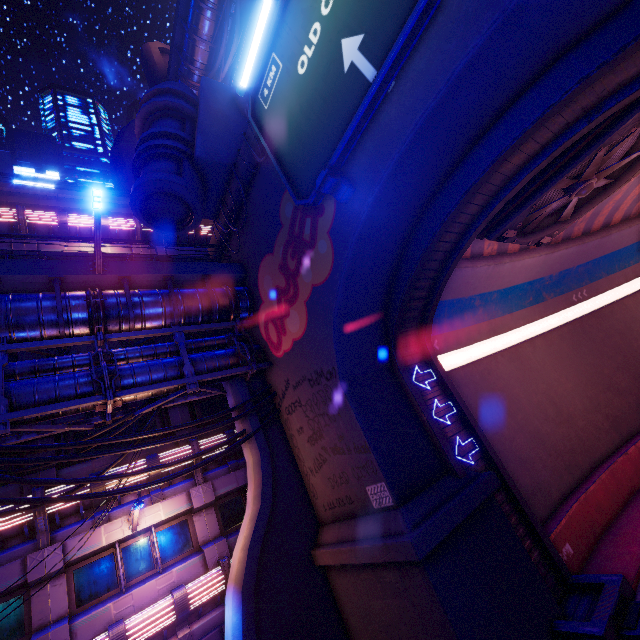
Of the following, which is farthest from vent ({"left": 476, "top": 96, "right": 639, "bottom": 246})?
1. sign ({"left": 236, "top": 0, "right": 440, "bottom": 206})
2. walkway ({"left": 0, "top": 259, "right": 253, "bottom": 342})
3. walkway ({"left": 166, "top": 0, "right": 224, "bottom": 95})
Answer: walkway ({"left": 166, "top": 0, "right": 224, "bottom": 95})

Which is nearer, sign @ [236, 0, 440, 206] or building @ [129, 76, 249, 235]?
sign @ [236, 0, 440, 206]

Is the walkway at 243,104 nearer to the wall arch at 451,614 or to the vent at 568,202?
the wall arch at 451,614

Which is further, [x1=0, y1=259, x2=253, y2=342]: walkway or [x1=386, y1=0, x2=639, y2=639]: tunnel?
[x1=0, y1=259, x2=253, y2=342]: walkway

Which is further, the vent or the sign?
the vent

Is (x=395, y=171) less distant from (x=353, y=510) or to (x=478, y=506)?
(x=478, y=506)

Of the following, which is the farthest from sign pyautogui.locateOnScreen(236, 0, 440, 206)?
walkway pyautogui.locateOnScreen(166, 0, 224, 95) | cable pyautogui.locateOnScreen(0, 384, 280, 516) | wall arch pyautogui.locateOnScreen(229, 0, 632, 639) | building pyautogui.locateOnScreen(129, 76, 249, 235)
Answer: walkway pyautogui.locateOnScreen(166, 0, 224, 95)

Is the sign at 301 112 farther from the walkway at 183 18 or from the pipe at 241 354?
the walkway at 183 18
